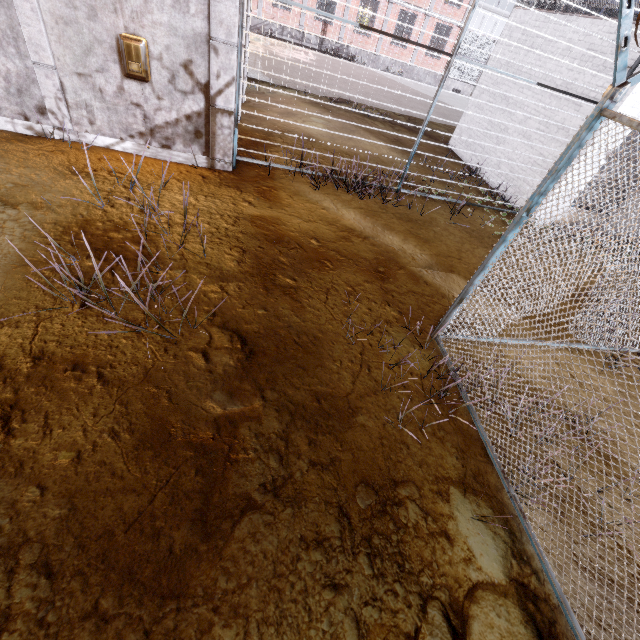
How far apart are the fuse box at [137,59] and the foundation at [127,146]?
1.16m

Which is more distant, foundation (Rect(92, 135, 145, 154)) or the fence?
foundation (Rect(92, 135, 145, 154))

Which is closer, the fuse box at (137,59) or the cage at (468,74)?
the fuse box at (137,59)

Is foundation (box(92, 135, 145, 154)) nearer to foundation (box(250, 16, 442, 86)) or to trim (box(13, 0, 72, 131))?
trim (box(13, 0, 72, 131))

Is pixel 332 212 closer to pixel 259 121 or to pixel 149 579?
pixel 259 121

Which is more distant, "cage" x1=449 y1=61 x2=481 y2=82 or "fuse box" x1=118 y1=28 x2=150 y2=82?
"cage" x1=449 y1=61 x2=481 y2=82

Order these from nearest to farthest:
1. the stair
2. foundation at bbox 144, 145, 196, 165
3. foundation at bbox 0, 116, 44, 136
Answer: foundation at bbox 0, 116, 44, 136
foundation at bbox 144, 145, 196, 165
the stair

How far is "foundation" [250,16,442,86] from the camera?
23.08m
